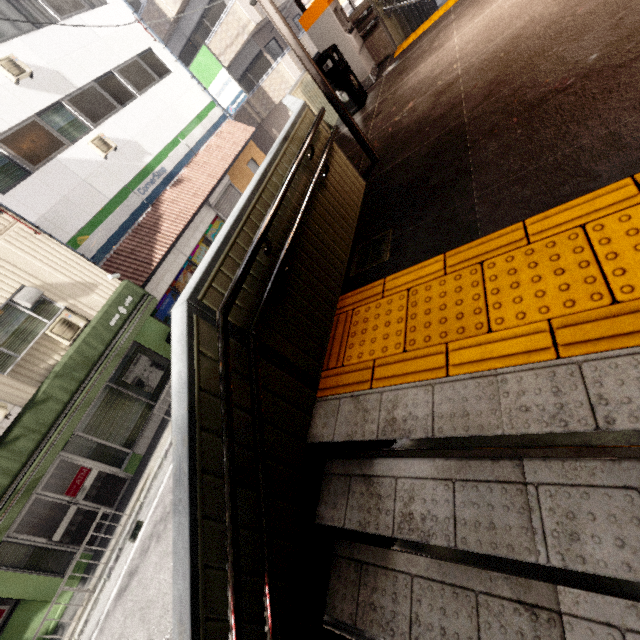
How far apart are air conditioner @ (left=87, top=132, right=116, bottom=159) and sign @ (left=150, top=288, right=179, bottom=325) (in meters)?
4.26

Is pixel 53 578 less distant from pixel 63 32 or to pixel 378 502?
pixel 378 502

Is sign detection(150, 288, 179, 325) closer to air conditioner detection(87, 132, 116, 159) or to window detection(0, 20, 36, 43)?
air conditioner detection(87, 132, 116, 159)

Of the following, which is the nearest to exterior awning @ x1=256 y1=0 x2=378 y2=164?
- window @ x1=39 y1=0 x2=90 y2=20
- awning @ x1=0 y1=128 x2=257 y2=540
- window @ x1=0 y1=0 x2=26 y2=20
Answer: awning @ x1=0 y1=128 x2=257 y2=540

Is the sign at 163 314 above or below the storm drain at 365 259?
below

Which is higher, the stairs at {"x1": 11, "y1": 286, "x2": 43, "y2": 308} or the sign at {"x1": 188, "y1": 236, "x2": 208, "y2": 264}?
the stairs at {"x1": 11, "y1": 286, "x2": 43, "y2": 308}

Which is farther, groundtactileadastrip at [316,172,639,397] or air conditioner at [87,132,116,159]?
air conditioner at [87,132,116,159]

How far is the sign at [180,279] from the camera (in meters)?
12.23
